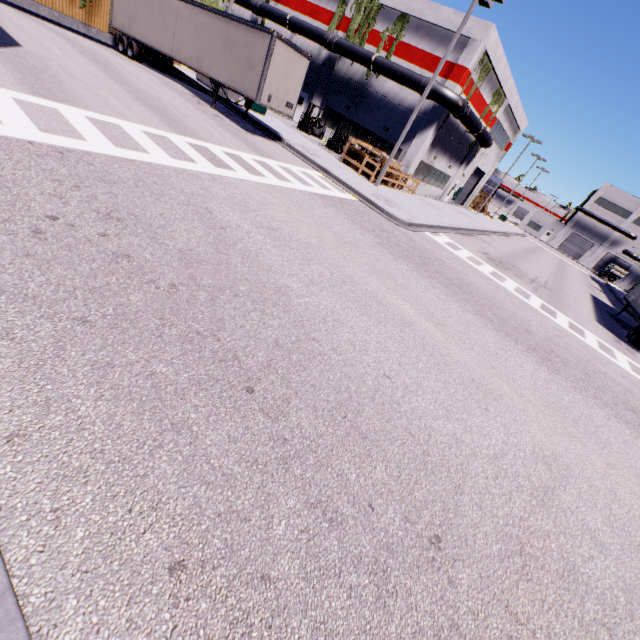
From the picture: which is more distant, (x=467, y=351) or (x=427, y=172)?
(x=427, y=172)

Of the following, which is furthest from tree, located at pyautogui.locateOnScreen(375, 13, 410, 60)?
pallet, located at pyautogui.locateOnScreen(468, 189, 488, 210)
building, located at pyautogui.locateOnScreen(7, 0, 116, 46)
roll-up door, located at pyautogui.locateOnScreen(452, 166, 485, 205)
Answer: pallet, located at pyautogui.locateOnScreen(468, 189, 488, 210)

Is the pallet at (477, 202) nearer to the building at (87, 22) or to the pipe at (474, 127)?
the building at (87, 22)

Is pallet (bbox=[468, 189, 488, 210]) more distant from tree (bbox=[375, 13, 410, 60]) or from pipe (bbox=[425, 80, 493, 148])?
tree (bbox=[375, 13, 410, 60])

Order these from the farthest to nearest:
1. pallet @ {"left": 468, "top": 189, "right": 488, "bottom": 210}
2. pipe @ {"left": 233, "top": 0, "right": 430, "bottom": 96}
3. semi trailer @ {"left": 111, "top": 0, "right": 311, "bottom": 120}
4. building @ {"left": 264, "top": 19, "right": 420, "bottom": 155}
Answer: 1. pallet @ {"left": 468, "top": 189, "right": 488, "bottom": 210}
2. building @ {"left": 264, "top": 19, "right": 420, "bottom": 155}
3. pipe @ {"left": 233, "top": 0, "right": 430, "bottom": 96}
4. semi trailer @ {"left": 111, "top": 0, "right": 311, "bottom": 120}

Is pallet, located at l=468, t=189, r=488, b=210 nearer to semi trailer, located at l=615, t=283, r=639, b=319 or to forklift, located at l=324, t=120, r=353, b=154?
semi trailer, located at l=615, t=283, r=639, b=319

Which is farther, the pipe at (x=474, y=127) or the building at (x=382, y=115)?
the building at (x=382, y=115)

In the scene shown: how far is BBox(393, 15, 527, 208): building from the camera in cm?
2180
